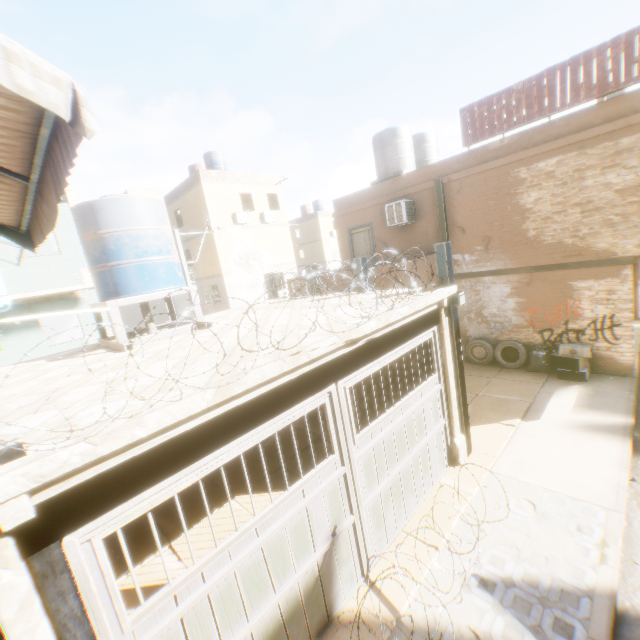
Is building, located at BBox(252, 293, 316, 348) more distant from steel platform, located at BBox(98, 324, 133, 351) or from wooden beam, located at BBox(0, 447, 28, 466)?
steel platform, located at BBox(98, 324, 133, 351)

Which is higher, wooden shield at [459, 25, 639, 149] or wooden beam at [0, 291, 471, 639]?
wooden shield at [459, 25, 639, 149]

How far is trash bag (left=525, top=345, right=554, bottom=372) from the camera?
9.93m

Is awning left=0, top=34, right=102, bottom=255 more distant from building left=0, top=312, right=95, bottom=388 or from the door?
the door

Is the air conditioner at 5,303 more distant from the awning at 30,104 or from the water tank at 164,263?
the water tank at 164,263

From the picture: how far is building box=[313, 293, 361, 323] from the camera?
4.7 meters

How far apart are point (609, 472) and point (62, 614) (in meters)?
7.96

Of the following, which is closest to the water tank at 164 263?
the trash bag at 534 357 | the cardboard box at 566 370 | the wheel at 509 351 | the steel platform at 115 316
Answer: the steel platform at 115 316
